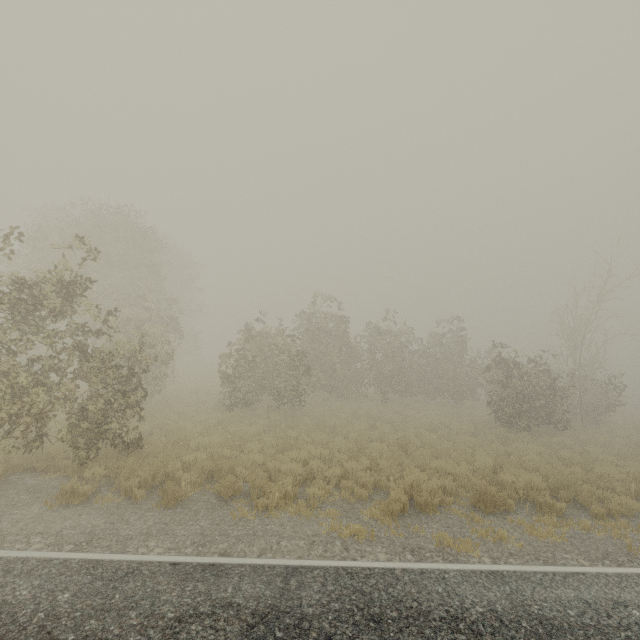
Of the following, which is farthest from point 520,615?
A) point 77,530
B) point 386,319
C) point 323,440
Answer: point 386,319
